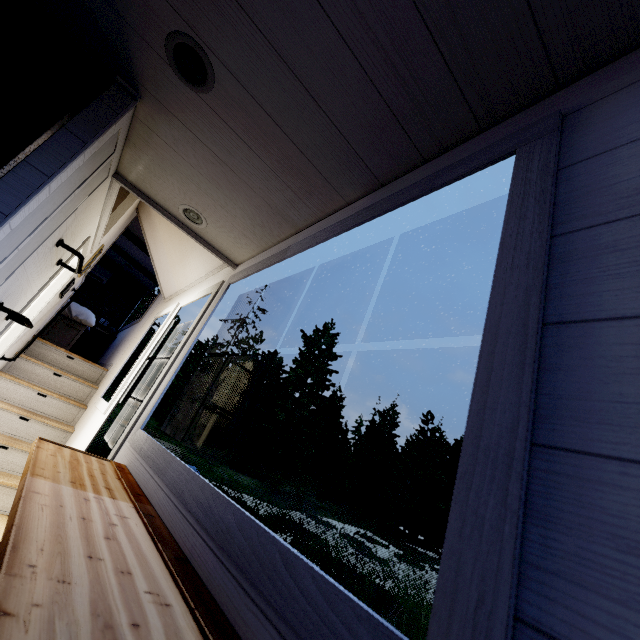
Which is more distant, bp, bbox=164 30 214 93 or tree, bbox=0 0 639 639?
bp, bbox=164 30 214 93

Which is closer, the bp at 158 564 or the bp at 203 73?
the bp at 158 564

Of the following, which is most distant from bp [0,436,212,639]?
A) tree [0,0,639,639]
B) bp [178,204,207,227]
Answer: bp [178,204,207,227]

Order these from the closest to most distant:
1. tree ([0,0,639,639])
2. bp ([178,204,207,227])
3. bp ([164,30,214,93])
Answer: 1. tree ([0,0,639,639])
2. bp ([164,30,214,93])
3. bp ([178,204,207,227])

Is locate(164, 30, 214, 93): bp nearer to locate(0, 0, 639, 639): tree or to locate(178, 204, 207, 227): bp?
locate(0, 0, 639, 639): tree

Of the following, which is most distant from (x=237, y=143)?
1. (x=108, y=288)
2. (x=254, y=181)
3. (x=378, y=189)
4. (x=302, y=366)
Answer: (x=302, y=366)

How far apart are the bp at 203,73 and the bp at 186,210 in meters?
0.8 m

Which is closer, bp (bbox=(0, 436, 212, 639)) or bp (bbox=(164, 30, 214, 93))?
bp (bbox=(0, 436, 212, 639))
